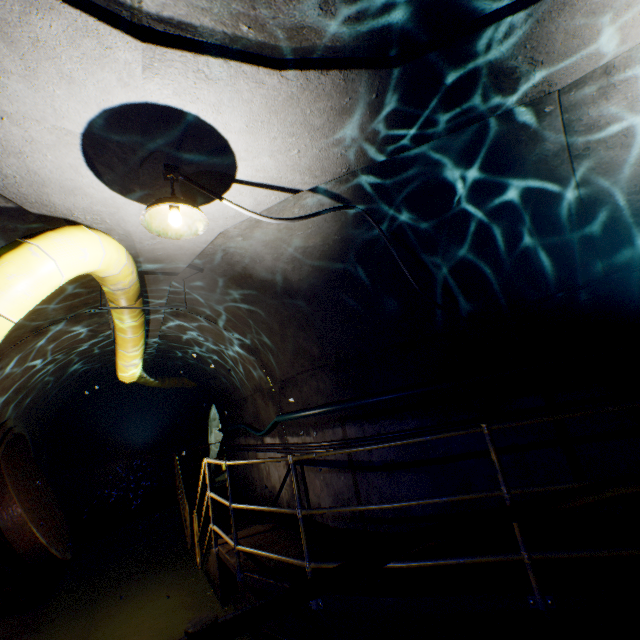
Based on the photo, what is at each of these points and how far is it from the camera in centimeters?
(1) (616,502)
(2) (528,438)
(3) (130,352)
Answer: (1) building tunnel, 337cm
(2) building tunnel, 374cm
(3) large conduit, 526cm

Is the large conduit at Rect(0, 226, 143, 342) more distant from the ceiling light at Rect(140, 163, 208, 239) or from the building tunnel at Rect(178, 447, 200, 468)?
the ceiling light at Rect(140, 163, 208, 239)

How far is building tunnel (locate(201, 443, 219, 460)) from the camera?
13.9 meters

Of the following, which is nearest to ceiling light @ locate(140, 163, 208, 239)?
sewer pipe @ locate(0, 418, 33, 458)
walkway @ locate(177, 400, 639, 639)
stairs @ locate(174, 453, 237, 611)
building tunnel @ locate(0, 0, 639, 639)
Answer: building tunnel @ locate(0, 0, 639, 639)

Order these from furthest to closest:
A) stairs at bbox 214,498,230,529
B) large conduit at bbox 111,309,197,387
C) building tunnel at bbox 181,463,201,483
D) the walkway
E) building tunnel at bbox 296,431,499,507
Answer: building tunnel at bbox 181,463,201,483 → stairs at bbox 214,498,230,529 → large conduit at bbox 111,309,197,387 → building tunnel at bbox 296,431,499,507 → the walkway

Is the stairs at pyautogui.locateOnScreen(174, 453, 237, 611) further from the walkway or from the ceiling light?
the ceiling light

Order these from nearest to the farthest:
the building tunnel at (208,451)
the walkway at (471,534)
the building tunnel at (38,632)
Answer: the walkway at (471,534)
the building tunnel at (38,632)
the building tunnel at (208,451)

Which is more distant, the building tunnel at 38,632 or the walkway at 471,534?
the building tunnel at 38,632
